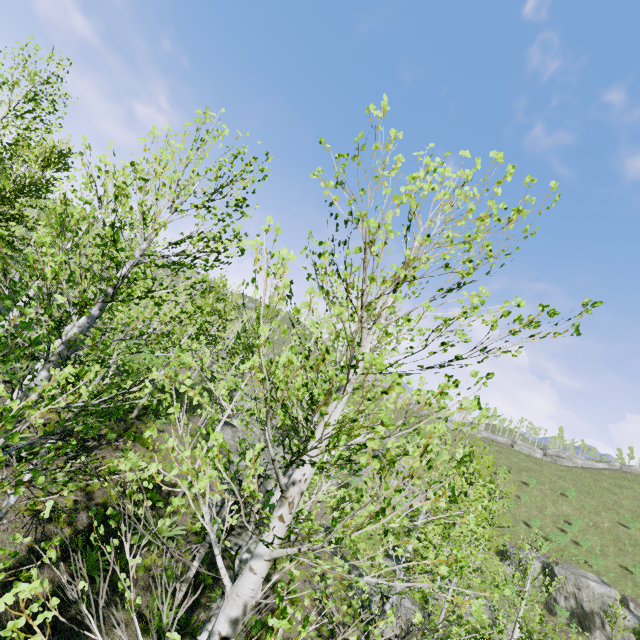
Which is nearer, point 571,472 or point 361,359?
point 361,359

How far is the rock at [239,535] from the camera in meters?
14.7

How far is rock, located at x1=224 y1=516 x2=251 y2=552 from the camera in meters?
14.7 m

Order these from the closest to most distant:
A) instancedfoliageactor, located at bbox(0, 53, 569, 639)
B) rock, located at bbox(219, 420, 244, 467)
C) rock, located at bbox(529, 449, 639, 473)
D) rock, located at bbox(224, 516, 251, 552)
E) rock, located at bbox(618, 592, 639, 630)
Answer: instancedfoliageactor, located at bbox(0, 53, 569, 639), rock, located at bbox(224, 516, 251, 552), rock, located at bbox(219, 420, 244, 467), rock, located at bbox(618, 592, 639, 630), rock, located at bbox(529, 449, 639, 473)

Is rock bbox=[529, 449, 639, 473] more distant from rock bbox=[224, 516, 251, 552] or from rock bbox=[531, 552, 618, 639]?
rock bbox=[224, 516, 251, 552]

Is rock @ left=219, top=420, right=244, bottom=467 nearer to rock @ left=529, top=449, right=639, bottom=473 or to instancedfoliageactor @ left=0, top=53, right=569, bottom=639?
instancedfoliageactor @ left=0, top=53, right=569, bottom=639

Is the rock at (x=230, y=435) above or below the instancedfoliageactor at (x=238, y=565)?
below
